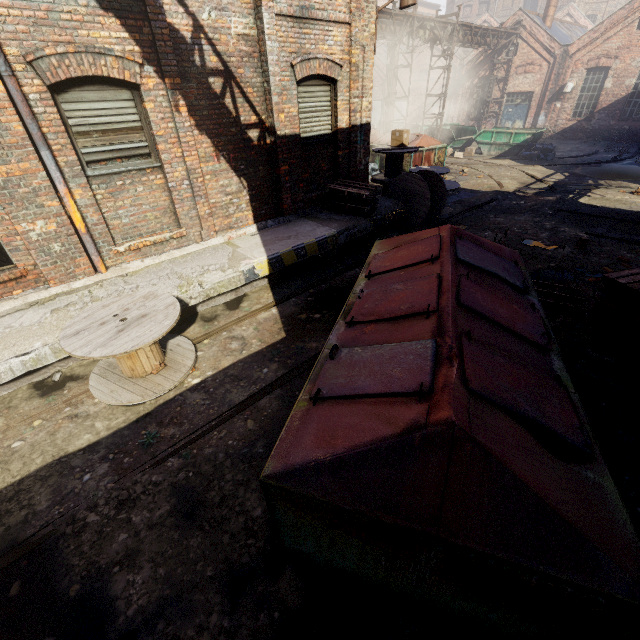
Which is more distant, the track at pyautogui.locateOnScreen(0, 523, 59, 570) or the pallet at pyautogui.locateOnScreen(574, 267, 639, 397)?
the pallet at pyautogui.locateOnScreen(574, 267, 639, 397)

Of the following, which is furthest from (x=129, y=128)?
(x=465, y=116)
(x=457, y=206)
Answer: (x=465, y=116)

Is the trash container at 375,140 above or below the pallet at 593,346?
above

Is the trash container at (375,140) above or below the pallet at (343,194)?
above

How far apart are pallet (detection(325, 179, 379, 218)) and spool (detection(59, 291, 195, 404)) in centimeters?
510cm

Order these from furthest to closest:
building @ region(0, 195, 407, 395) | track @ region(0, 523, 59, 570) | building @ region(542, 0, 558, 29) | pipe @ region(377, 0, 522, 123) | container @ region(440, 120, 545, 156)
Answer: building @ region(542, 0, 558, 29)
container @ region(440, 120, 545, 156)
pipe @ region(377, 0, 522, 123)
building @ region(0, 195, 407, 395)
track @ region(0, 523, 59, 570)

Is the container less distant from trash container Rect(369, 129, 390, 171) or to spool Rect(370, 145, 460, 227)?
trash container Rect(369, 129, 390, 171)

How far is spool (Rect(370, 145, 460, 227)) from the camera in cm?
924
